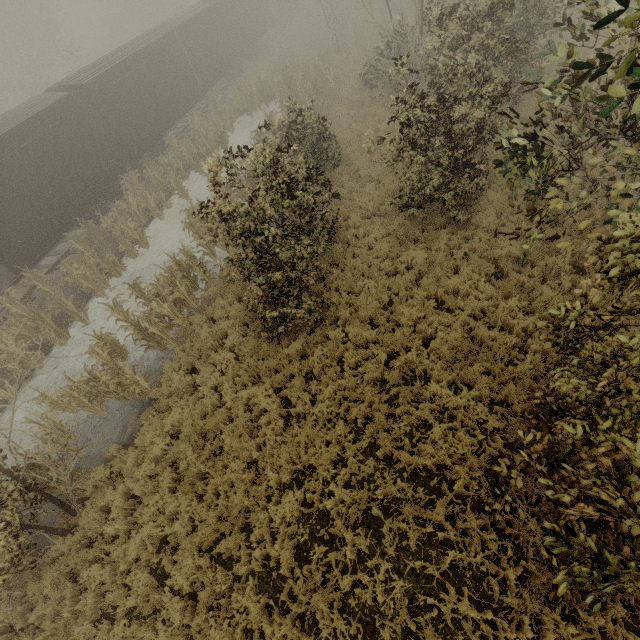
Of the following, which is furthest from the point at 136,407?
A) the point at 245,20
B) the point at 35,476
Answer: the point at 245,20

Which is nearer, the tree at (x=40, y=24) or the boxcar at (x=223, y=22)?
the boxcar at (x=223, y=22)

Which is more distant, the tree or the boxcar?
the tree
